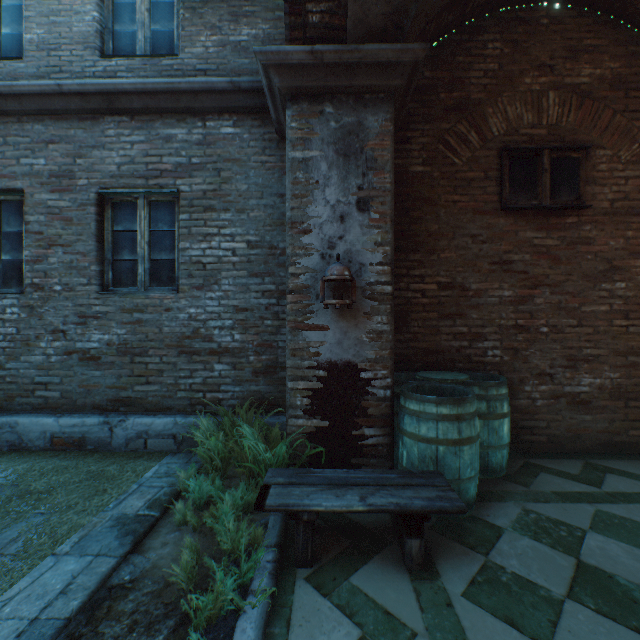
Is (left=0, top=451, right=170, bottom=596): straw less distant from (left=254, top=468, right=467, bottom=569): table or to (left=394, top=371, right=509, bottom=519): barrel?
(left=254, top=468, right=467, bottom=569): table

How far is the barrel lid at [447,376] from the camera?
3.3m

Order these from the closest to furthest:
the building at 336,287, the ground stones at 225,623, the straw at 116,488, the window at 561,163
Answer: the ground stones at 225,623 < the straw at 116,488 < the building at 336,287 < the window at 561,163

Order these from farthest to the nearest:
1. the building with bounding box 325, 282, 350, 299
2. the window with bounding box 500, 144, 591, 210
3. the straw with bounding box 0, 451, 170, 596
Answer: the window with bounding box 500, 144, 591, 210
the building with bounding box 325, 282, 350, 299
the straw with bounding box 0, 451, 170, 596

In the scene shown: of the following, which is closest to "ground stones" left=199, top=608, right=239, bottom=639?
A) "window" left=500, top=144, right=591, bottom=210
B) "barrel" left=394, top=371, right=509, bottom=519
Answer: "barrel" left=394, top=371, right=509, bottom=519

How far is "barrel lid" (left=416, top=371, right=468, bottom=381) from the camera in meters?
3.3 m

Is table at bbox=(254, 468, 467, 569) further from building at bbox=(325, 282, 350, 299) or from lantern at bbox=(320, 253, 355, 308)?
lantern at bbox=(320, 253, 355, 308)

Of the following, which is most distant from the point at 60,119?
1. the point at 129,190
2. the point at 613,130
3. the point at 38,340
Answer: the point at 613,130
